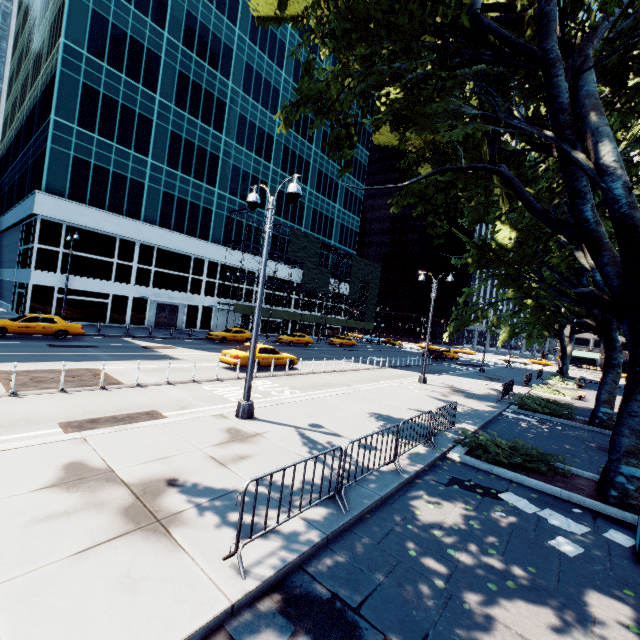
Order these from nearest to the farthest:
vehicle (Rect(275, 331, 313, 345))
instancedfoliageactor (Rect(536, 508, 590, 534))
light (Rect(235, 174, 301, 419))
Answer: instancedfoliageactor (Rect(536, 508, 590, 534))
light (Rect(235, 174, 301, 419))
vehicle (Rect(275, 331, 313, 345))

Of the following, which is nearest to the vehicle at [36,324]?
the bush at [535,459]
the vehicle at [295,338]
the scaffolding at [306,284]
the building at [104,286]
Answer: the building at [104,286]

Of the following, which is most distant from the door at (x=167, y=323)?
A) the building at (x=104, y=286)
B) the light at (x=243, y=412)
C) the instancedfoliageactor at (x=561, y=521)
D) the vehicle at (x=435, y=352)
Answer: the instancedfoliageactor at (x=561, y=521)

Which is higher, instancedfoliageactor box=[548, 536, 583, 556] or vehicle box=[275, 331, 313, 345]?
vehicle box=[275, 331, 313, 345]

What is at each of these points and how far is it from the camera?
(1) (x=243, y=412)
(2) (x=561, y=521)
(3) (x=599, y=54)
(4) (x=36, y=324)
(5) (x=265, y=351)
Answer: (1) light, 9.7m
(2) instancedfoliageactor, 6.5m
(3) tree, 9.4m
(4) vehicle, 20.0m
(5) vehicle, 19.3m

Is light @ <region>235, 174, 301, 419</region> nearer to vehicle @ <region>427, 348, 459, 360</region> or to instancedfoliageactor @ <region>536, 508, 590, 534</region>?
instancedfoliageactor @ <region>536, 508, 590, 534</region>

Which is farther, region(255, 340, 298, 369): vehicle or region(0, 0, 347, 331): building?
region(0, 0, 347, 331): building

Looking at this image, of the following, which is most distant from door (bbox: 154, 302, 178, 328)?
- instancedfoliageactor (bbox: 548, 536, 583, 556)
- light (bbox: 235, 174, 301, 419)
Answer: instancedfoliageactor (bbox: 548, 536, 583, 556)
